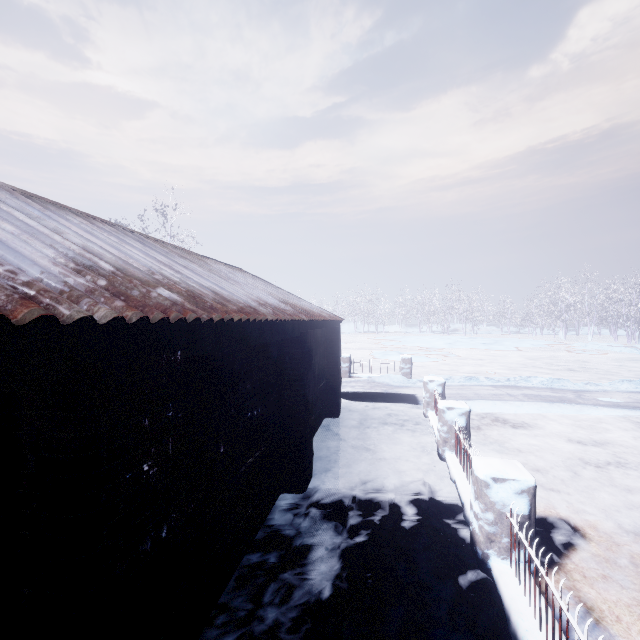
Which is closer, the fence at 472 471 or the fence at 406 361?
the fence at 472 471

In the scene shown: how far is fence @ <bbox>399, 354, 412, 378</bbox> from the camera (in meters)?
12.45

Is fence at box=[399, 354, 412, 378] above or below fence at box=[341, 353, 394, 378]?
below

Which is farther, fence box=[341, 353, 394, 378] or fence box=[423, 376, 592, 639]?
fence box=[341, 353, 394, 378]

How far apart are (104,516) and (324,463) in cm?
443
